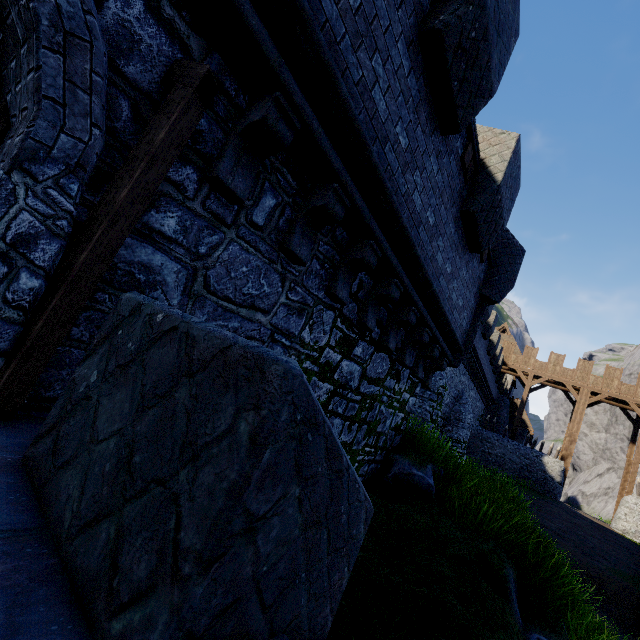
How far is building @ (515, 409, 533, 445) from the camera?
36.7m

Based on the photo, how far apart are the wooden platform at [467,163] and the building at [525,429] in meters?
40.0 m

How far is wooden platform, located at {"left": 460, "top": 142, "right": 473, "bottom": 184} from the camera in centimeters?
529cm

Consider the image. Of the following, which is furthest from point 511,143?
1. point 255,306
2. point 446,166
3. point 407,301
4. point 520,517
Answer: point 520,517

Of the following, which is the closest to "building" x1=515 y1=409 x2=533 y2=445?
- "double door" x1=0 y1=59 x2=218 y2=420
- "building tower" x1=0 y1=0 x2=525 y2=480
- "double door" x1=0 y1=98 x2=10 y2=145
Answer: "building tower" x1=0 y1=0 x2=525 y2=480

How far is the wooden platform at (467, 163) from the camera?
5.3m

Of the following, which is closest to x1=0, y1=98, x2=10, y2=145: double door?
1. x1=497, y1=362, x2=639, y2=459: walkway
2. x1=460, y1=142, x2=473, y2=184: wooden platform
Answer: x1=460, y1=142, x2=473, y2=184: wooden platform

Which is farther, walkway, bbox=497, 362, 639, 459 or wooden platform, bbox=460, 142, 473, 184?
walkway, bbox=497, 362, 639, 459
